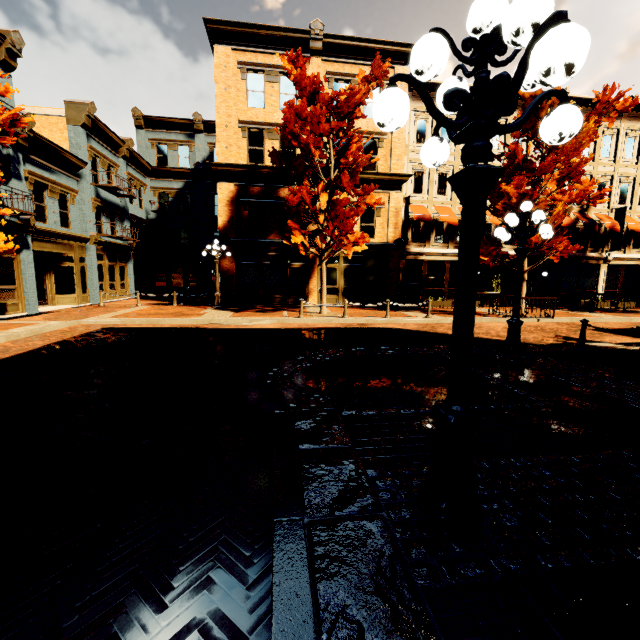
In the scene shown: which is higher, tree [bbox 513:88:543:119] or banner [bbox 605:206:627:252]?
tree [bbox 513:88:543:119]

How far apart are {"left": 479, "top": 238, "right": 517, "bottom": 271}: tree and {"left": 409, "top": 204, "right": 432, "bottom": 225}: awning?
4.32m

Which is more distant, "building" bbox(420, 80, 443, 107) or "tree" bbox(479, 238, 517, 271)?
"building" bbox(420, 80, 443, 107)

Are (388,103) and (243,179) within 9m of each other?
no

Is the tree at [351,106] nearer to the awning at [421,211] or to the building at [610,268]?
the building at [610,268]

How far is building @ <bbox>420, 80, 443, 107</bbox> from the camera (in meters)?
18.84

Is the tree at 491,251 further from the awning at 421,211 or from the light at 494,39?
the light at 494,39

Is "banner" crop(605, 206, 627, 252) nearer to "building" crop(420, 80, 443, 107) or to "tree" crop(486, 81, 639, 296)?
"building" crop(420, 80, 443, 107)
